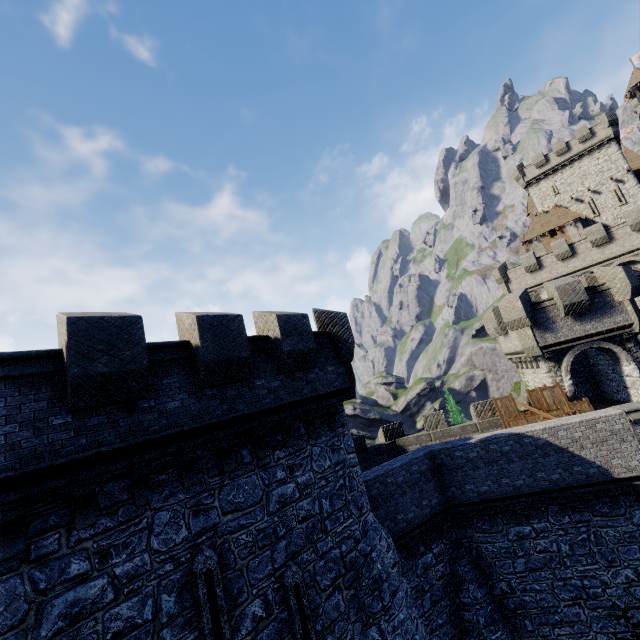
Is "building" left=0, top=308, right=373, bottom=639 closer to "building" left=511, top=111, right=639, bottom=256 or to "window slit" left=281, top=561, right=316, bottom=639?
"window slit" left=281, top=561, right=316, bottom=639

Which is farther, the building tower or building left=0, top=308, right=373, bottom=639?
the building tower

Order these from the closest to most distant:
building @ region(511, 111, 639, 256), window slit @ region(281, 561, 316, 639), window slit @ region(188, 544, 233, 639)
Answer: window slit @ region(188, 544, 233, 639)
window slit @ region(281, 561, 316, 639)
building @ region(511, 111, 639, 256)

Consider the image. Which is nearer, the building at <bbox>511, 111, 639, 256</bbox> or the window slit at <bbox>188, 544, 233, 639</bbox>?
the window slit at <bbox>188, 544, 233, 639</bbox>

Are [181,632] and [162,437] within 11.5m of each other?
yes

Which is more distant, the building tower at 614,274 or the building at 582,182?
the building at 582,182

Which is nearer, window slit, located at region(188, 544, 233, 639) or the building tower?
window slit, located at region(188, 544, 233, 639)

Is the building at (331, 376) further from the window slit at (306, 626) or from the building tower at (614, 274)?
the building tower at (614, 274)
